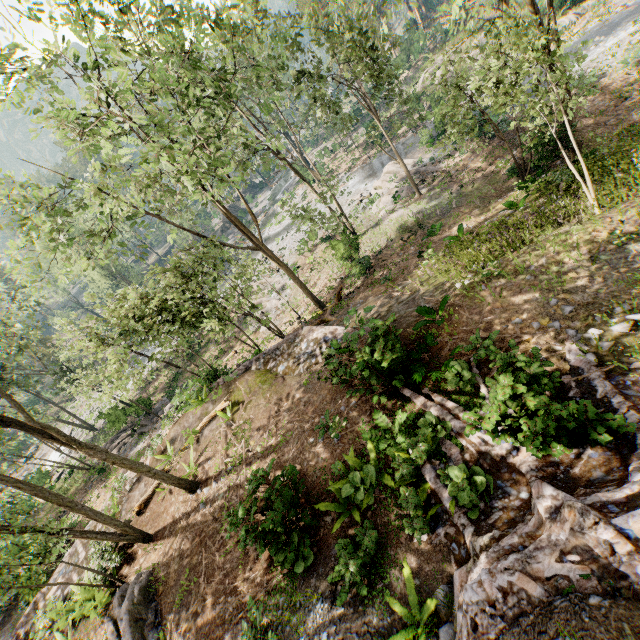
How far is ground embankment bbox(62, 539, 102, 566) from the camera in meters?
14.5

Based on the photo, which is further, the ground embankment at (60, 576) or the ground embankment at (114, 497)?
the ground embankment at (114, 497)

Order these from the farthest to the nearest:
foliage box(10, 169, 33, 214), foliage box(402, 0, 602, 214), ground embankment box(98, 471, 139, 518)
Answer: ground embankment box(98, 471, 139, 518) < foliage box(10, 169, 33, 214) < foliage box(402, 0, 602, 214)

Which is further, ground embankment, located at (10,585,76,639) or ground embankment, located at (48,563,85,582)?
ground embankment, located at (48,563,85,582)

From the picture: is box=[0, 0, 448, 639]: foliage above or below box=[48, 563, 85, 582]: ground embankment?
above

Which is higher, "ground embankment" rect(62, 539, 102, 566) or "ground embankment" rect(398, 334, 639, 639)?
"ground embankment" rect(398, 334, 639, 639)

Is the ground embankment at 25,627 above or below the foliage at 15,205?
below

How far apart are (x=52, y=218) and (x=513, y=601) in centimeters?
2287cm
